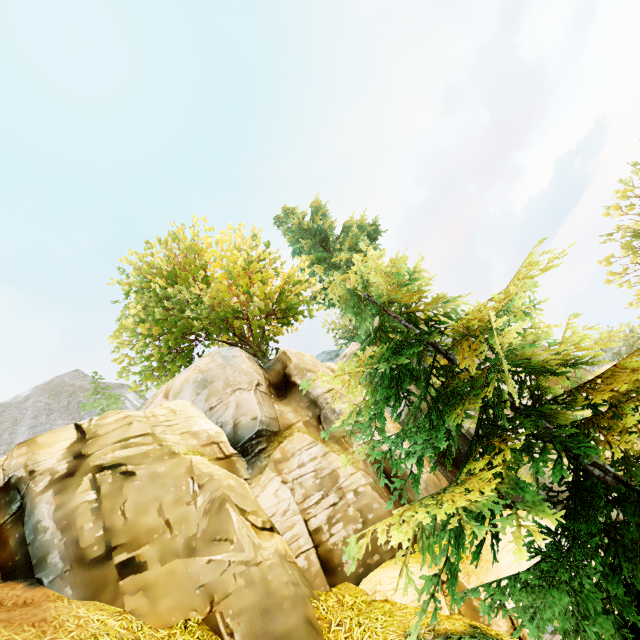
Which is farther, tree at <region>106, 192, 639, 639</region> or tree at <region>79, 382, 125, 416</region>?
tree at <region>79, 382, 125, 416</region>

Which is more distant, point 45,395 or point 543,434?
point 45,395

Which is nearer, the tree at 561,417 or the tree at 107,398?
the tree at 561,417

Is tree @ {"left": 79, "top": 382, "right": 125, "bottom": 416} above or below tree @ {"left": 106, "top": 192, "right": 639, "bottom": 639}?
above

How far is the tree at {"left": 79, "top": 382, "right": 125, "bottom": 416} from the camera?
25.8m

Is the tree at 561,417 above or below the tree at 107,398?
below
